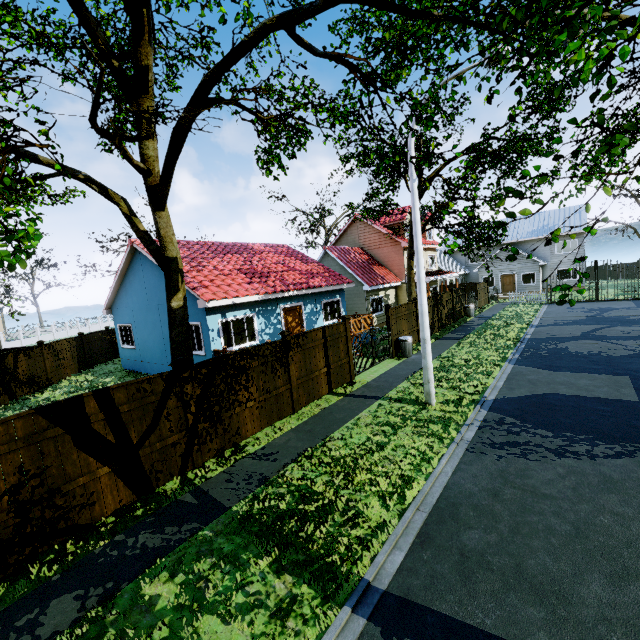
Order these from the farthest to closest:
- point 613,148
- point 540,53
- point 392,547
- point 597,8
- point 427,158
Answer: point 427,158, point 613,148, point 392,547, point 540,53, point 597,8

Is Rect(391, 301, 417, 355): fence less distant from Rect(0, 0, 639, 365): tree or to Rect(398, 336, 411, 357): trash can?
Rect(398, 336, 411, 357): trash can

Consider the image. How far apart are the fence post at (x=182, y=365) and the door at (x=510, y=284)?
38.36m

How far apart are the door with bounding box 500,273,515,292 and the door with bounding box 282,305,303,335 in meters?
29.5

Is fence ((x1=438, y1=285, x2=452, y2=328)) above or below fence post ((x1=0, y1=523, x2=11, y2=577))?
above

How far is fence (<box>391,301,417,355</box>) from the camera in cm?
1573

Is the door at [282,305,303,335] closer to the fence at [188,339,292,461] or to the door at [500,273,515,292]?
the fence at [188,339,292,461]

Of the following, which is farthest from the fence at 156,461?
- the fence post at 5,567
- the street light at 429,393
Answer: the street light at 429,393
